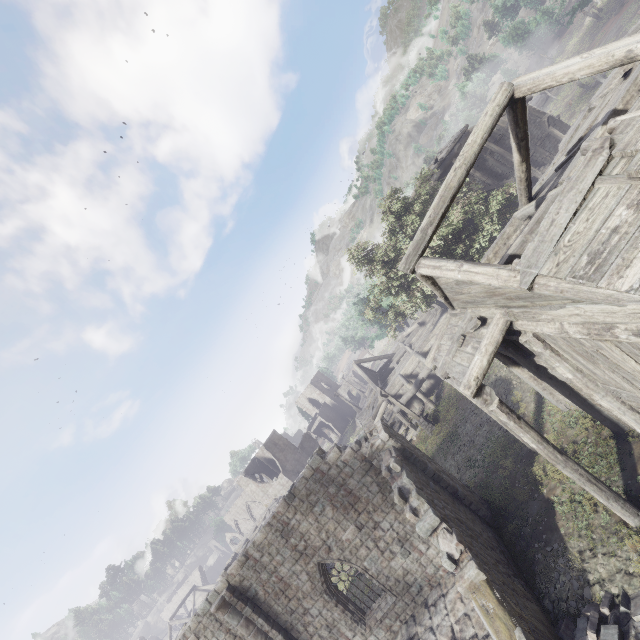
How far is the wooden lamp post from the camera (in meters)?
22.15

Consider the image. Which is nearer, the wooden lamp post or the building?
the building

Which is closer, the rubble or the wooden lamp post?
the rubble

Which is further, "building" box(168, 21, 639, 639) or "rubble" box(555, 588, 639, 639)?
"rubble" box(555, 588, 639, 639)

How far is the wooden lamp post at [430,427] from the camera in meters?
22.1 m

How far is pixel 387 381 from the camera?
29.3 meters

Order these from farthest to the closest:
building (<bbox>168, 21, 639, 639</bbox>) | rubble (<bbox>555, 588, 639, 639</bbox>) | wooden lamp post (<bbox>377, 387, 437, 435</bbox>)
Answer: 1. wooden lamp post (<bbox>377, 387, 437, 435</bbox>)
2. rubble (<bbox>555, 588, 639, 639</bbox>)
3. building (<bbox>168, 21, 639, 639</bbox>)

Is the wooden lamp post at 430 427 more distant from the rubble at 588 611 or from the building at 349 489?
the rubble at 588 611
